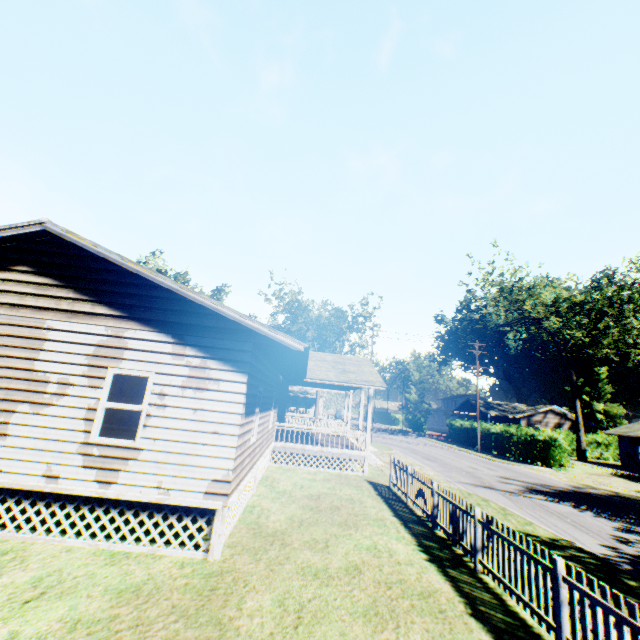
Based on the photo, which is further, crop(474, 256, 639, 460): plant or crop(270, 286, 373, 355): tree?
crop(270, 286, 373, 355): tree

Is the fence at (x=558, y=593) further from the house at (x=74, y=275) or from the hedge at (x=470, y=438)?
the hedge at (x=470, y=438)

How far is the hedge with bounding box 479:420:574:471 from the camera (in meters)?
26.65

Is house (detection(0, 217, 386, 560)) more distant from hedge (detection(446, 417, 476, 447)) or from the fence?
hedge (detection(446, 417, 476, 447))

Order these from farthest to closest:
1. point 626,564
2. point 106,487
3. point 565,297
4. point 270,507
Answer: point 565,297, point 270,507, point 626,564, point 106,487

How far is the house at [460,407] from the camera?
52.7m

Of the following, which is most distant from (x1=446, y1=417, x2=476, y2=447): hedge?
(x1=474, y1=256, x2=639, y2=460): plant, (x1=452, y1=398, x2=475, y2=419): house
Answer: (x1=474, y1=256, x2=639, y2=460): plant

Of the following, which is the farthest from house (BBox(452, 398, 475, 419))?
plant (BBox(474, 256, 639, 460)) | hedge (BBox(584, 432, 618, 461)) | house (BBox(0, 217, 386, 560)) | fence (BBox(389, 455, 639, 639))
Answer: fence (BBox(389, 455, 639, 639))
